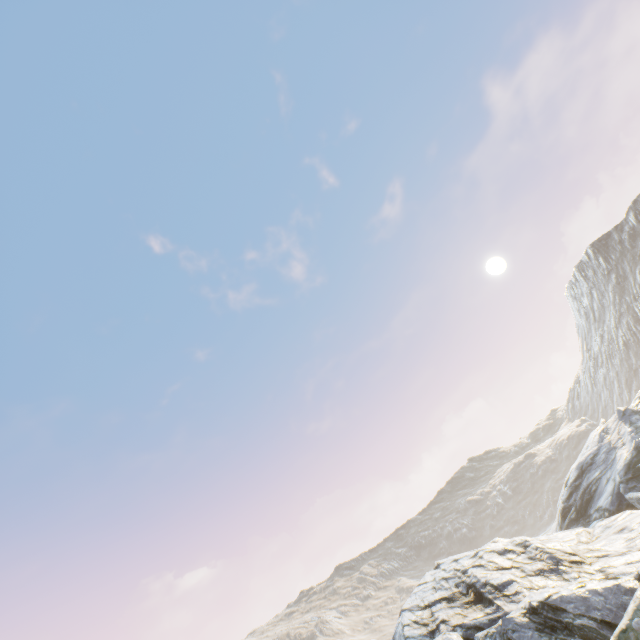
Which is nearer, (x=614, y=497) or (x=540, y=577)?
(x=540, y=577)
